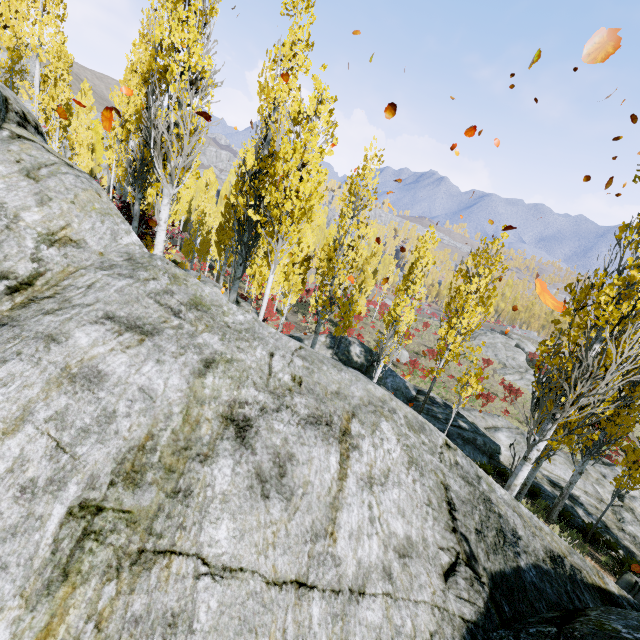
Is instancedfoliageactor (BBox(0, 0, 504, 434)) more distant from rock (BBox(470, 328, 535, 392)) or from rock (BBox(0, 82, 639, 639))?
rock (BBox(470, 328, 535, 392))

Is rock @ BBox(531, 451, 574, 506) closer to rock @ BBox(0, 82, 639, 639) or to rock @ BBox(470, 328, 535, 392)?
rock @ BBox(0, 82, 639, 639)

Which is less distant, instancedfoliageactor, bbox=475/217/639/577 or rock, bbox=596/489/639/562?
instancedfoliageactor, bbox=475/217/639/577

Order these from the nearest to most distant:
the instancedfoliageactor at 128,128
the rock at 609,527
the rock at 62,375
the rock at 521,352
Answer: the rock at 62,375, the instancedfoliageactor at 128,128, the rock at 609,527, the rock at 521,352

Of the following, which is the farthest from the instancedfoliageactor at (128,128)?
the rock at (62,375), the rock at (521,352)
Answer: the rock at (521,352)

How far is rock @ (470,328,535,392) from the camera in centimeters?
3641cm

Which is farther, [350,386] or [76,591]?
[350,386]

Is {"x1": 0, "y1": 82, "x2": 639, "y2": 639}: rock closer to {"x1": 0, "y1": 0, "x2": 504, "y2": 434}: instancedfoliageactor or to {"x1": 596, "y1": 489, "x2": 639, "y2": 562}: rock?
{"x1": 0, "y1": 0, "x2": 504, "y2": 434}: instancedfoliageactor
